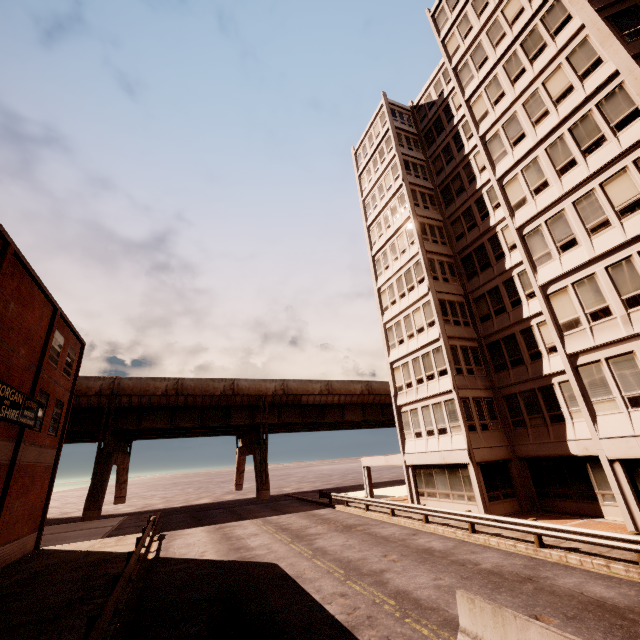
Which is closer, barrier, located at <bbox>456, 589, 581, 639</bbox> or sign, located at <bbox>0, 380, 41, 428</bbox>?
barrier, located at <bbox>456, 589, 581, 639</bbox>

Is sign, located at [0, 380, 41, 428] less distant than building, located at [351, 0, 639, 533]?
No

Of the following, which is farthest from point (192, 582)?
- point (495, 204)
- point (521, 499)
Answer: point (495, 204)

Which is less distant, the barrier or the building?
the barrier

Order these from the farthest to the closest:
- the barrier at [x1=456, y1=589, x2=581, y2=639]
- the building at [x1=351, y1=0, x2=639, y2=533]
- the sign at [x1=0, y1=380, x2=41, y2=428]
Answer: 1. the sign at [x1=0, y1=380, x2=41, y2=428]
2. the building at [x1=351, y1=0, x2=639, y2=533]
3. the barrier at [x1=456, y1=589, x2=581, y2=639]

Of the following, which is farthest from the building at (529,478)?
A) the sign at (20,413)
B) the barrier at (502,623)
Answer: the sign at (20,413)

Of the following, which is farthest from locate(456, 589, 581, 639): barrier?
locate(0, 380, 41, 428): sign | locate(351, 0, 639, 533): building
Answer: locate(0, 380, 41, 428): sign
